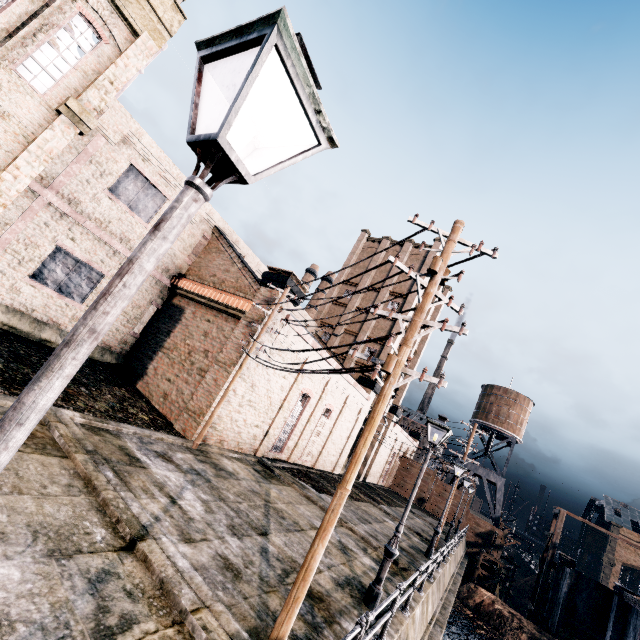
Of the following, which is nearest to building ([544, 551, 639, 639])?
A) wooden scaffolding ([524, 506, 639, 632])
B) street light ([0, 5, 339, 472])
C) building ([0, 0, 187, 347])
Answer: wooden scaffolding ([524, 506, 639, 632])

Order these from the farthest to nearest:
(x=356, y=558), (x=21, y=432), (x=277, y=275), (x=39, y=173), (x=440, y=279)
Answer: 1. (x=277, y=275)
2. (x=39, y=173)
3. (x=356, y=558)
4. (x=440, y=279)
5. (x=21, y=432)

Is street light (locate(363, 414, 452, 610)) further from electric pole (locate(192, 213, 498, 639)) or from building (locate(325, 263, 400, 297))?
building (locate(325, 263, 400, 297))

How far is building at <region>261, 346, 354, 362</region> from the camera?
19.56m

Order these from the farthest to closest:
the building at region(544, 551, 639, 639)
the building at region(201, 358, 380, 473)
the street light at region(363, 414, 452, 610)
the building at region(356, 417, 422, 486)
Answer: the building at region(356, 417, 422, 486) → the building at region(544, 551, 639, 639) → the building at region(201, 358, 380, 473) → the street light at region(363, 414, 452, 610)

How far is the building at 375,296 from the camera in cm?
3603

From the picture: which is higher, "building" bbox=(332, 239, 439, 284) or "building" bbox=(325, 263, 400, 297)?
"building" bbox=(332, 239, 439, 284)
